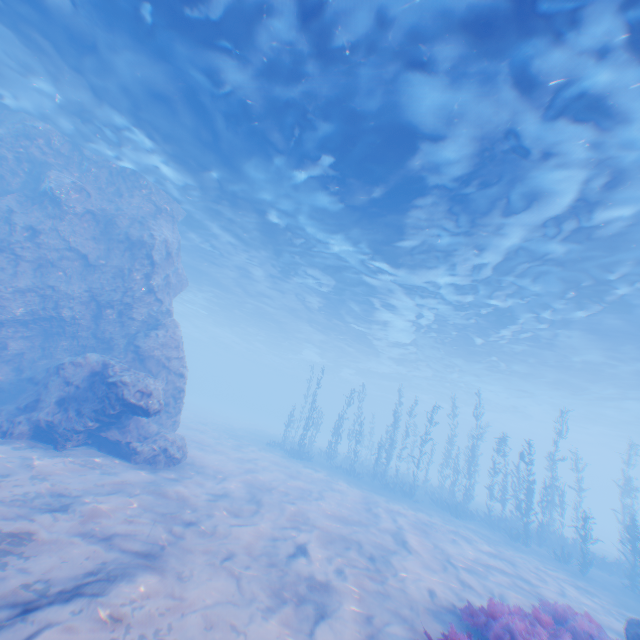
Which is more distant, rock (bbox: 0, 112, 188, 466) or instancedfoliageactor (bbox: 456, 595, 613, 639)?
rock (bbox: 0, 112, 188, 466)

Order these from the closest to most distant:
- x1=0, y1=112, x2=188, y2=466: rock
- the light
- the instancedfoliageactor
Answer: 1. the instancedfoliageactor
2. the light
3. x1=0, y1=112, x2=188, y2=466: rock

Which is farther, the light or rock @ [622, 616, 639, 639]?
the light

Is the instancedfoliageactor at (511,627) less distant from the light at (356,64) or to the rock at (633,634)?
the rock at (633,634)

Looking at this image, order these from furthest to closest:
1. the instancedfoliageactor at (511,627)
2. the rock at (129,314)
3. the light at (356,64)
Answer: the rock at (129,314)
the light at (356,64)
the instancedfoliageactor at (511,627)

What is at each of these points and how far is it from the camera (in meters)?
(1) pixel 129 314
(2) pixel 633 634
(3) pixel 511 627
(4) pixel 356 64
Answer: (1) rock, 15.37
(2) rock, 7.14
(3) instancedfoliageactor, 6.68
(4) light, 8.97

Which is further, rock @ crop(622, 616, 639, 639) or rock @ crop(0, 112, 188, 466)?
rock @ crop(0, 112, 188, 466)

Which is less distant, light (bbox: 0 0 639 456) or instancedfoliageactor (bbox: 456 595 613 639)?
instancedfoliageactor (bbox: 456 595 613 639)
